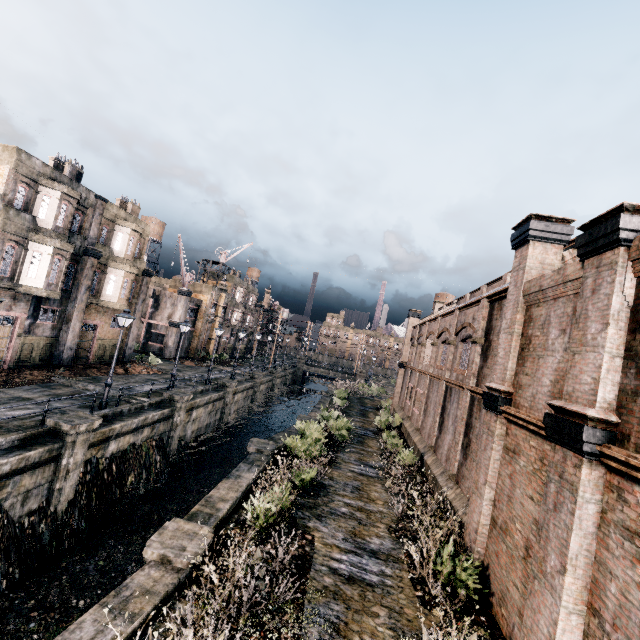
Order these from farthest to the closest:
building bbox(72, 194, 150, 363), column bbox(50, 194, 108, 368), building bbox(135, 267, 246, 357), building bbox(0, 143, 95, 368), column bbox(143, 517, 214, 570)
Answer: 1. building bbox(135, 267, 246, 357)
2. building bbox(72, 194, 150, 363)
3. column bbox(50, 194, 108, 368)
4. building bbox(0, 143, 95, 368)
5. column bbox(143, 517, 214, 570)

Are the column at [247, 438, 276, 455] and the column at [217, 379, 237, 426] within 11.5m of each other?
no

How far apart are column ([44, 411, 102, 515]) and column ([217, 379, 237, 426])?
16.0m

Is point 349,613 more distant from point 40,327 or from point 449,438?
point 40,327

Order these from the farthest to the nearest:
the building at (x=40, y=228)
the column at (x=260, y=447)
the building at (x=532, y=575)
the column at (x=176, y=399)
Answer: the column at (x=176, y=399) < the building at (x=40, y=228) < the column at (x=260, y=447) < the building at (x=532, y=575)

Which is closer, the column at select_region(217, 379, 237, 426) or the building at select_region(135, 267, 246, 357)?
the column at select_region(217, 379, 237, 426)

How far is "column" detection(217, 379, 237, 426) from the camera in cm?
3184

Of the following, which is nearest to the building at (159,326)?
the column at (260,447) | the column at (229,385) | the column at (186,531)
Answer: the column at (229,385)
